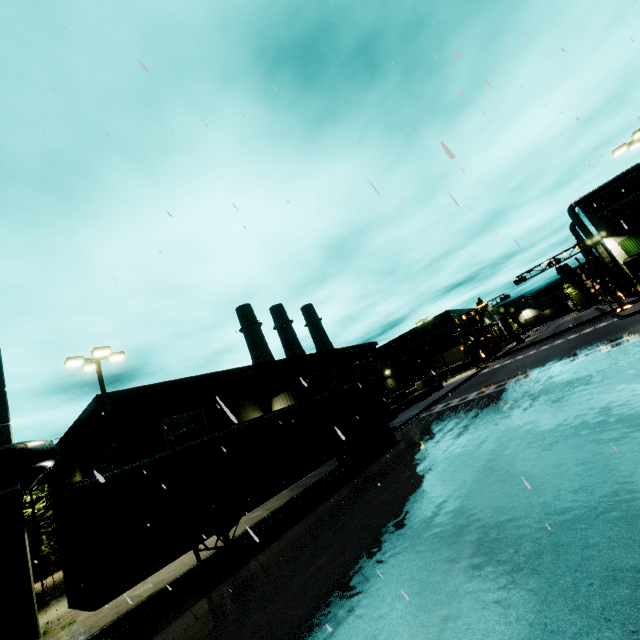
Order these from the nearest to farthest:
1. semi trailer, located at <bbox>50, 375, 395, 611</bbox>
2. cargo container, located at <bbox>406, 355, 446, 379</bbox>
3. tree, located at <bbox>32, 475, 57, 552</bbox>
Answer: semi trailer, located at <bbox>50, 375, 395, 611</bbox>, tree, located at <bbox>32, 475, 57, 552</bbox>, cargo container, located at <bbox>406, 355, 446, 379</bbox>

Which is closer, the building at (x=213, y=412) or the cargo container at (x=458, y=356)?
the building at (x=213, y=412)

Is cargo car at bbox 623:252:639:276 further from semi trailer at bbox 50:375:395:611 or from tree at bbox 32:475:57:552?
tree at bbox 32:475:57:552

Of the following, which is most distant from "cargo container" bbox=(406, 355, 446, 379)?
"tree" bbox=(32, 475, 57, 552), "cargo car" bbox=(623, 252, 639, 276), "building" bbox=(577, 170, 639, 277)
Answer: "tree" bbox=(32, 475, 57, 552)

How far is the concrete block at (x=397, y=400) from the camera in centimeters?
3195cm

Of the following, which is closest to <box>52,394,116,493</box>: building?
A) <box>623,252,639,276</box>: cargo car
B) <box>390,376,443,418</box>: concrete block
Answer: <box>390,376,443,418</box>: concrete block

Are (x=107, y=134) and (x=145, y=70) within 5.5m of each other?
yes

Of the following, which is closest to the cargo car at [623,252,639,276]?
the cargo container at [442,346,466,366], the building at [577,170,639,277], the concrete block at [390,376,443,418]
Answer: the building at [577,170,639,277]
